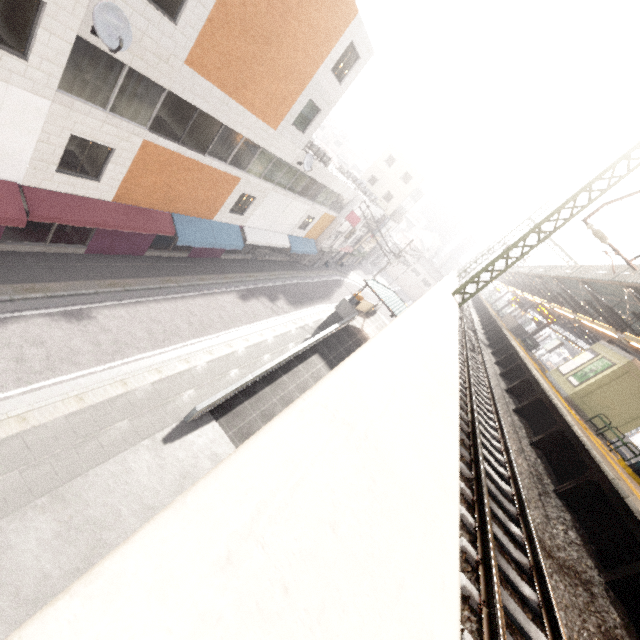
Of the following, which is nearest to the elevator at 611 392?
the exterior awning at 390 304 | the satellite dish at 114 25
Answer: the exterior awning at 390 304

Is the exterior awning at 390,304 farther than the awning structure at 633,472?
Yes

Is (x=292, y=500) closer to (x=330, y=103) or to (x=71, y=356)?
(x=71, y=356)

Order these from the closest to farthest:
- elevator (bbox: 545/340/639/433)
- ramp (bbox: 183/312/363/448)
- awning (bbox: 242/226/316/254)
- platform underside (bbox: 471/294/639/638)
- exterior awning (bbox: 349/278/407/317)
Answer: platform underside (bbox: 471/294/639/638), elevator (bbox: 545/340/639/433), ramp (bbox: 183/312/363/448), awning (bbox: 242/226/316/254), exterior awning (bbox: 349/278/407/317)

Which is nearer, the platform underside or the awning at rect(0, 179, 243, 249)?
the platform underside

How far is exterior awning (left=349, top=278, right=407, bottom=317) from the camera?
24.0 meters

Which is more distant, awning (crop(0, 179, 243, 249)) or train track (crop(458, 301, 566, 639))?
awning (crop(0, 179, 243, 249))

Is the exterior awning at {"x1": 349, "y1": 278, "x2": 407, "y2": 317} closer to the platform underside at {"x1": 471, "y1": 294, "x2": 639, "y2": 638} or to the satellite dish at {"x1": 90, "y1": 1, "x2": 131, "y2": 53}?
the platform underside at {"x1": 471, "y1": 294, "x2": 639, "y2": 638}
